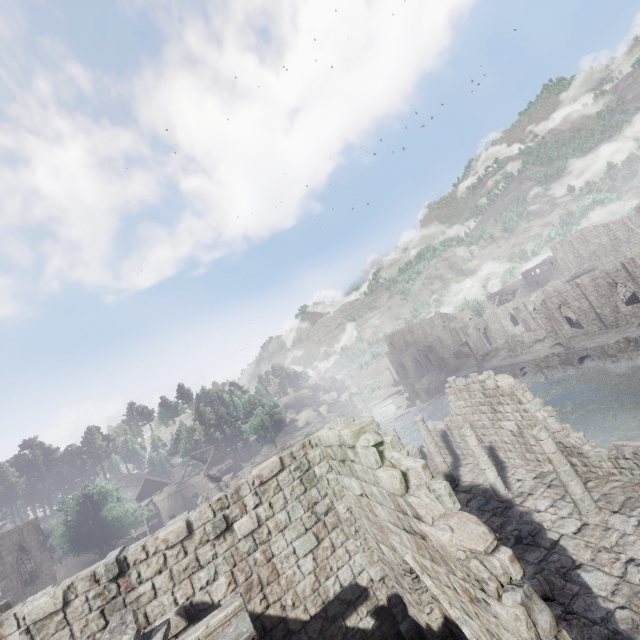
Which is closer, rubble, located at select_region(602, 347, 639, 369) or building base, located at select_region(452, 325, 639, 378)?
rubble, located at select_region(602, 347, 639, 369)

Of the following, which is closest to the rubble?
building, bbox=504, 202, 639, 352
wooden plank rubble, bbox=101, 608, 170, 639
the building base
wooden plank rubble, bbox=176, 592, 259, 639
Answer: the building base

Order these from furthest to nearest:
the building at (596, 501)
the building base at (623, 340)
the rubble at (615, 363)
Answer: the building base at (623, 340)
the rubble at (615, 363)
the building at (596, 501)

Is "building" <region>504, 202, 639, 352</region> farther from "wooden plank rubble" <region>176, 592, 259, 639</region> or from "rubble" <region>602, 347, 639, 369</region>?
"rubble" <region>602, 347, 639, 369</region>

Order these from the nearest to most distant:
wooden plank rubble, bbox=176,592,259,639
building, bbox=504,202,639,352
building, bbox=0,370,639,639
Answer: wooden plank rubble, bbox=176,592,259,639 → building, bbox=0,370,639,639 → building, bbox=504,202,639,352

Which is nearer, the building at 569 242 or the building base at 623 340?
the building base at 623 340

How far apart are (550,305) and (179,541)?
48.3 meters

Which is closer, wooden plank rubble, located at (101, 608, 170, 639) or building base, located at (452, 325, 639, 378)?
wooden plank rubble, located at (101, 608, 170, 639)
